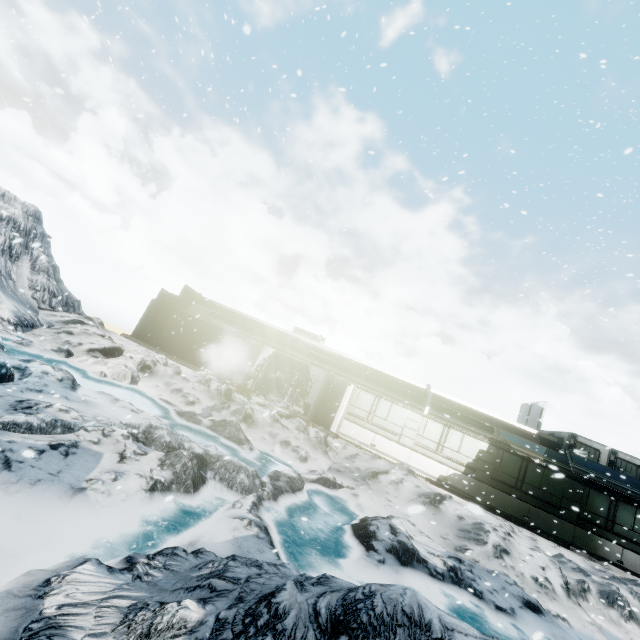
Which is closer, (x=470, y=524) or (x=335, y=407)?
(x=470, y=524)
